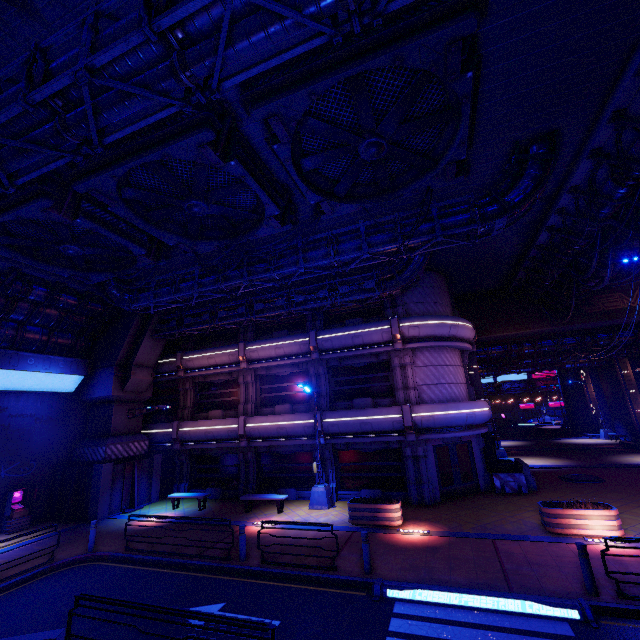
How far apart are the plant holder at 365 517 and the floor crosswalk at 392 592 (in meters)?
4.07

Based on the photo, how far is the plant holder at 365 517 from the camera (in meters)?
13.00

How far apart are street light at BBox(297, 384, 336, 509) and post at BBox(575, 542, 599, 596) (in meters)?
10.45

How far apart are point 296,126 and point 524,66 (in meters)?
5.95

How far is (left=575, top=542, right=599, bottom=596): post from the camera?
7.7 meters

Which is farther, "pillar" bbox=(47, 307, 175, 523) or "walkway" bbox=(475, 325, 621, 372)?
"walkway" bbox=(475, 325, 621, 372)

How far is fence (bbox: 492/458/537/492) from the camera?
16.5m

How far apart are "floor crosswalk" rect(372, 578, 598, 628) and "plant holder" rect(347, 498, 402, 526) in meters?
4.1 m
